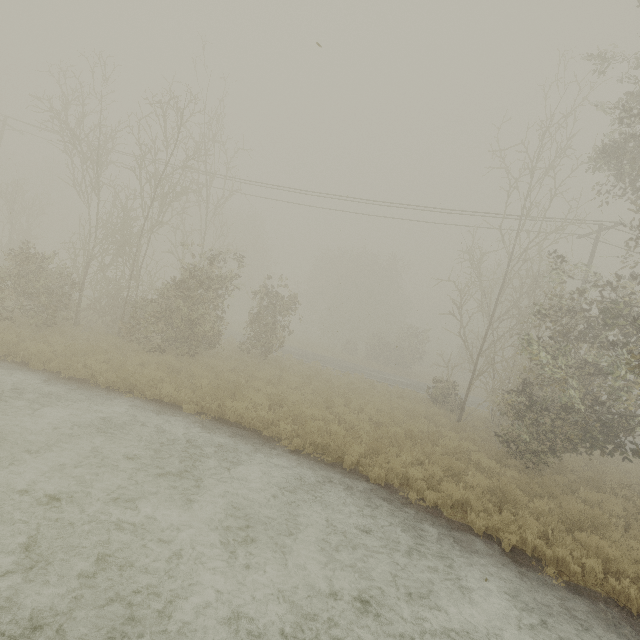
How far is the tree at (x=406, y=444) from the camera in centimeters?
1009cm

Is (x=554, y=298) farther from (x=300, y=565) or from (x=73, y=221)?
(x=73, y=221)

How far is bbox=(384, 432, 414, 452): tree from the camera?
10.09m
